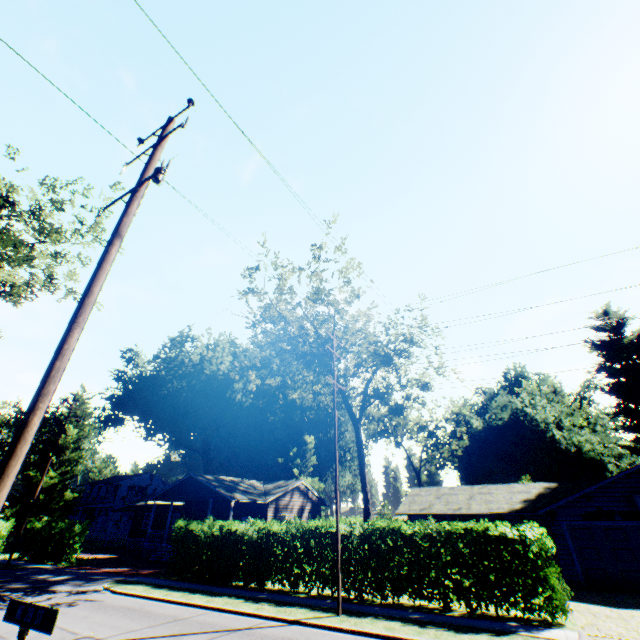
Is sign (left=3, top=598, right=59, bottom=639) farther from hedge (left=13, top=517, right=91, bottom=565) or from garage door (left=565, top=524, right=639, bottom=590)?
hedge (left=13, top=517, right=91, bottom=565)

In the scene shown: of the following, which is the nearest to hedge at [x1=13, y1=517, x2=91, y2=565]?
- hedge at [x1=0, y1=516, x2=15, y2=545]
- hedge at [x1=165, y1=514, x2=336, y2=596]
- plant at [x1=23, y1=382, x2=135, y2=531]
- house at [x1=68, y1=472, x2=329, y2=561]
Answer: house at [x1=68, y1=472, x2=329, y2=561]

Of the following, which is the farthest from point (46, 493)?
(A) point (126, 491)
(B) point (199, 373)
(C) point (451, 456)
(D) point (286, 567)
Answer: (C) point (451, 456)

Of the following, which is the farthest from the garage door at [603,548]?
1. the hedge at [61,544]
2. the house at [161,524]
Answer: the hedge at [61,544]

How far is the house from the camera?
29.0m

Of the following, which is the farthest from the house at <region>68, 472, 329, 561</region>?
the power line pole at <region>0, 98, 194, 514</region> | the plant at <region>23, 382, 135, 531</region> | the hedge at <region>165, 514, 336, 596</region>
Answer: the power line pole at <region>0, 98, 194, 514</region>

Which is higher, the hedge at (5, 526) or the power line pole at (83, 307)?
the power line pole at (83, 307)

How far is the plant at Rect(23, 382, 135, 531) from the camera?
36.75m
